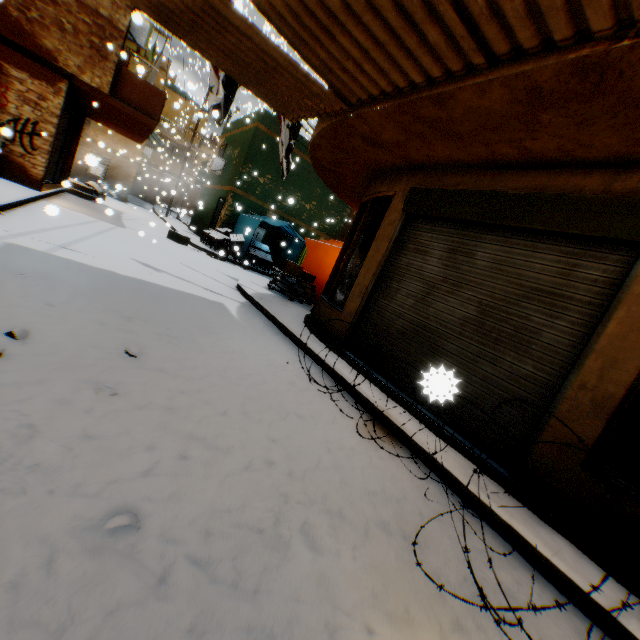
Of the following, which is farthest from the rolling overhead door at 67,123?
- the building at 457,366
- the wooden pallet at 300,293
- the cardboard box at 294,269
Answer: the wooden pallet at 300,293

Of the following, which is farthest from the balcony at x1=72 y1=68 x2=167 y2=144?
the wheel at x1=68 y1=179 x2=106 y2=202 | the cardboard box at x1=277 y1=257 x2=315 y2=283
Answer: the wheel at x1=68 y1=179 x2=106 y2=202

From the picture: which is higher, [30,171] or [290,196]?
[290,196]

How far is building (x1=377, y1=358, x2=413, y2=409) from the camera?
4.4m

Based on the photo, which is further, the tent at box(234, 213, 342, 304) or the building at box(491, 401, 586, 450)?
the tent at box(234, 213, 342, 304)

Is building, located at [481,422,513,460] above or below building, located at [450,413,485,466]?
below

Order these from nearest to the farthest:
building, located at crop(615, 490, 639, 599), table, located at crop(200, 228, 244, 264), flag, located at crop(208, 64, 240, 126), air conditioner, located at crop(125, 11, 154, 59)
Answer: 1. building, located at crop(615, 490, 639, 599)
2. air conditioner, located at crop(125, 11, 154, 59)
3. flag, located at crop(208, 64, 240, 126)
4. table, located at crop(200, 228, 244, 264)

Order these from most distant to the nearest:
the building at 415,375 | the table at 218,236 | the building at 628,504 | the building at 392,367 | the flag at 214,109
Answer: the table at 218,236, the flag at 214,109, the building at 392,367, the building at 628,504, the building at 415,375
